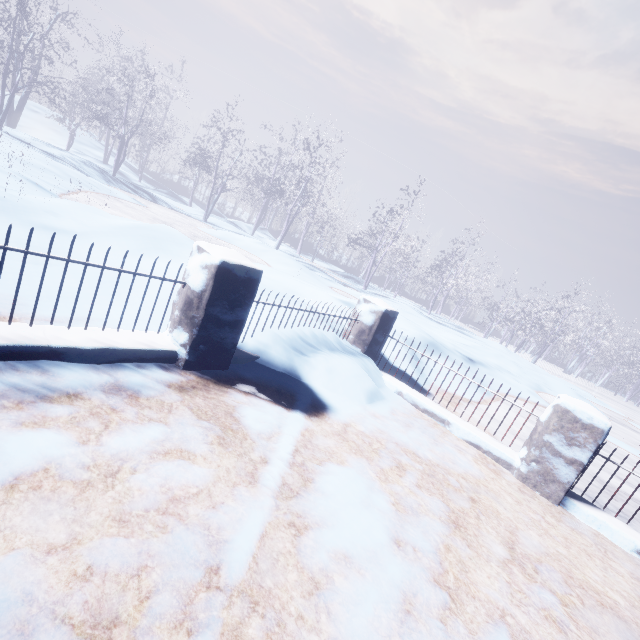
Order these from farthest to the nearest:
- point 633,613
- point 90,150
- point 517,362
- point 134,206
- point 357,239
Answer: point 90,150, point 357,239, point 517,362, point 134,206, point 633,613
